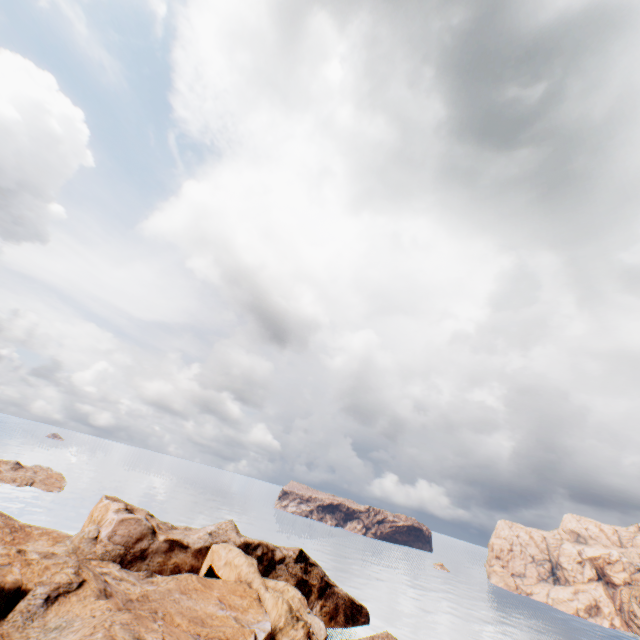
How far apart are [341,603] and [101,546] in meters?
43.5
